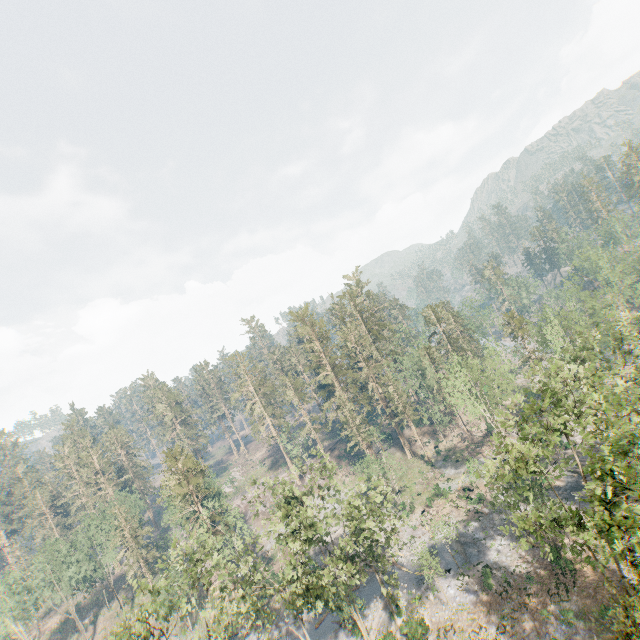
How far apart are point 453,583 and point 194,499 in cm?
3593

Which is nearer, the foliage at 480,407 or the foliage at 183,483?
the foliage at 480,407

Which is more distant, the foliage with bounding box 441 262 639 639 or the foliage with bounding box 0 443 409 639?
the foliage with bounding box 0 443 409 639
